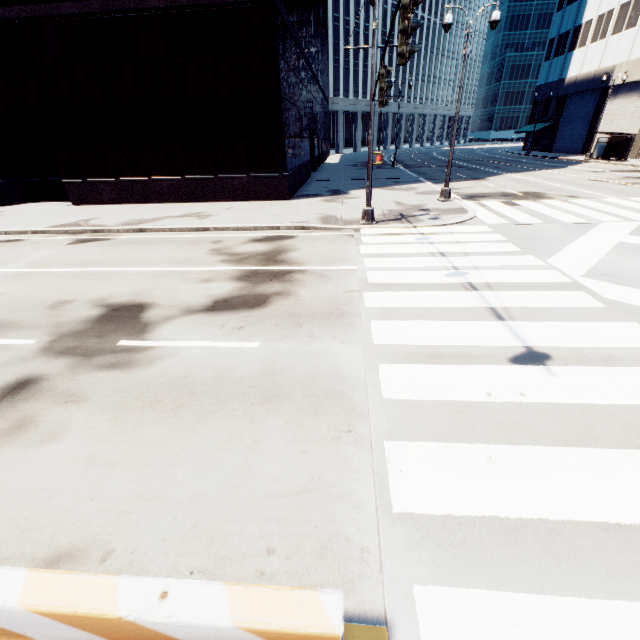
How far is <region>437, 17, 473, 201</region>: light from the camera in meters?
13.4

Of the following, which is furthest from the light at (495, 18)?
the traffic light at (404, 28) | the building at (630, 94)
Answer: the building at (630, 94)

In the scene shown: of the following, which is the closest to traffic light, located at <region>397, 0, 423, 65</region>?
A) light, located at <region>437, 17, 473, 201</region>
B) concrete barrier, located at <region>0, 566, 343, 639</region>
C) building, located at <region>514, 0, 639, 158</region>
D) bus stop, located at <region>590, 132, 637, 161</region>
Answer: concrete barrier, located at <region>0, 566, 343, 639</region>

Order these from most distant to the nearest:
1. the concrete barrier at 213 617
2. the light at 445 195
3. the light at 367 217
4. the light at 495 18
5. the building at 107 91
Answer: the building at 107 91 → the light at 445 195 → the light at 495 18 → the light at 367 217 → the concrete barrier at 213 617

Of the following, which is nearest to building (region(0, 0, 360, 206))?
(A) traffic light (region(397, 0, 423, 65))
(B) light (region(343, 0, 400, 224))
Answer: (B) light (region(343, 0, 400, 224))

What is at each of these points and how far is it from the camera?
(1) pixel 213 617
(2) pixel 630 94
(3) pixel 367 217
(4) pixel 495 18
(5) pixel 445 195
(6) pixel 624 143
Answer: (1) concrete barrier, 1.7 meters
(2) building, 34.0 meters
(3) light, 12.5 meters
(4) light, 12.9 meters
(5) light, 16.2 meters
(6) bus stop, 30.0 meters

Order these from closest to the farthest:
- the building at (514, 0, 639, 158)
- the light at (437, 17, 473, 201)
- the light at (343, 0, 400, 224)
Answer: the light at (343, 0, 400, 224)
the light at (437, 17, 473, 201)
the building at (514, 0, 639, 158)

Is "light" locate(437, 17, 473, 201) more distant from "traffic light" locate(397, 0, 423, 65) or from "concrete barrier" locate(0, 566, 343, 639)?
"concrete barrier" locate(0, 566, 343, 639)
